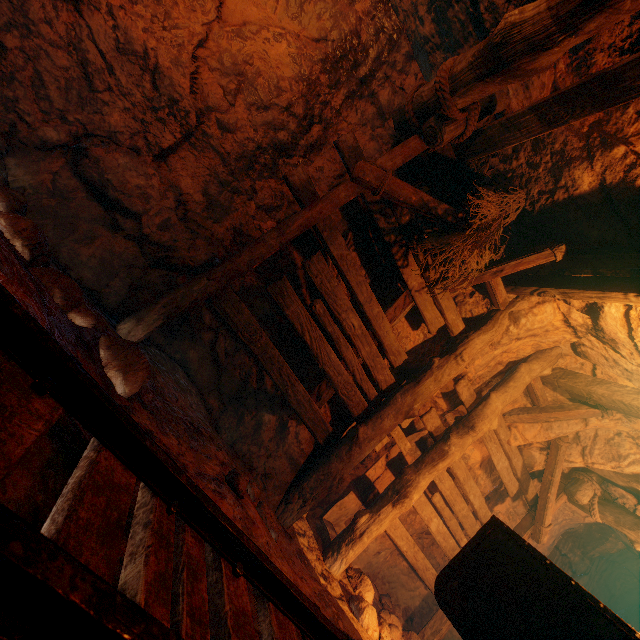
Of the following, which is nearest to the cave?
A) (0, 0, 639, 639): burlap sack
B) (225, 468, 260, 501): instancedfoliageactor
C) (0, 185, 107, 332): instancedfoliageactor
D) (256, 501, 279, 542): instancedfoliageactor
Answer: (0, 0, 639, 639): burlap sack

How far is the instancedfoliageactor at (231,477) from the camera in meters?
2.3 m

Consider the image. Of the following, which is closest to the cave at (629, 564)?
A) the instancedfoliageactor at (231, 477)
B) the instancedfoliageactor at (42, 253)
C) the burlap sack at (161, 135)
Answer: the burlap sack at (161, 135)

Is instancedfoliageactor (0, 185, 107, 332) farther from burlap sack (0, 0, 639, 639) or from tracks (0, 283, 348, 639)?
tracks (0, 283, 348, 639)

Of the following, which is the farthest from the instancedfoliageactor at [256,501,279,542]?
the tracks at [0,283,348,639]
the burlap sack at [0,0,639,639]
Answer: the tracks at [0,283,348,639]

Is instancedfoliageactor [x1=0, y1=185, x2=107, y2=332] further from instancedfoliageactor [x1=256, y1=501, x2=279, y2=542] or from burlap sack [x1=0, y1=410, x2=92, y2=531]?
instancedfoliageactor [x1=256, y1=501, x2=279, y2=542]

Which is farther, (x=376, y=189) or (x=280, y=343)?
(x=280, y=343)
